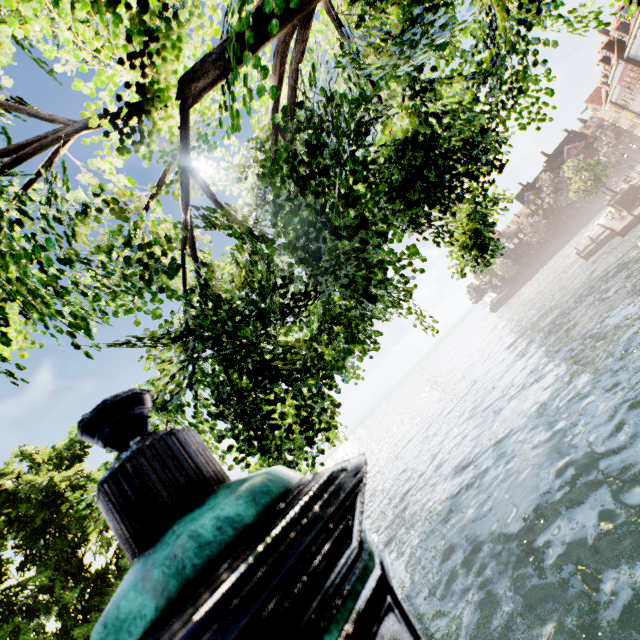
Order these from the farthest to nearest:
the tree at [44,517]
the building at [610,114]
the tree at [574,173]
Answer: the tree at [574,173], the building at [610,114], the tree at [44,517]

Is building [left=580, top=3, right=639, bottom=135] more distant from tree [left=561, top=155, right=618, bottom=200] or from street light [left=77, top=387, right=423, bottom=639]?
street light [left=77, top=387, right=423, bottom=639]

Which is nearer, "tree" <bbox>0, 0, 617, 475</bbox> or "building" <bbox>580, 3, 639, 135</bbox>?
"tree" <bbox>0, 0, 617, 475</bbox>

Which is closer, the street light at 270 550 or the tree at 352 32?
the street light at 270 550

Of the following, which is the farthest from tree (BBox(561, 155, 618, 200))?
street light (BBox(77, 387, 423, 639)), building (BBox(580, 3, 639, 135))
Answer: building (BBox(580, 3, 639, 135))

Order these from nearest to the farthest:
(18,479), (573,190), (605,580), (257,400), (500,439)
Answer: (257,400) < (605,580) < (18,479) < (500,439) < (573,190)

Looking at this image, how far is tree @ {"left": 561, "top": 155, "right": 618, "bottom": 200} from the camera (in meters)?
37.97
